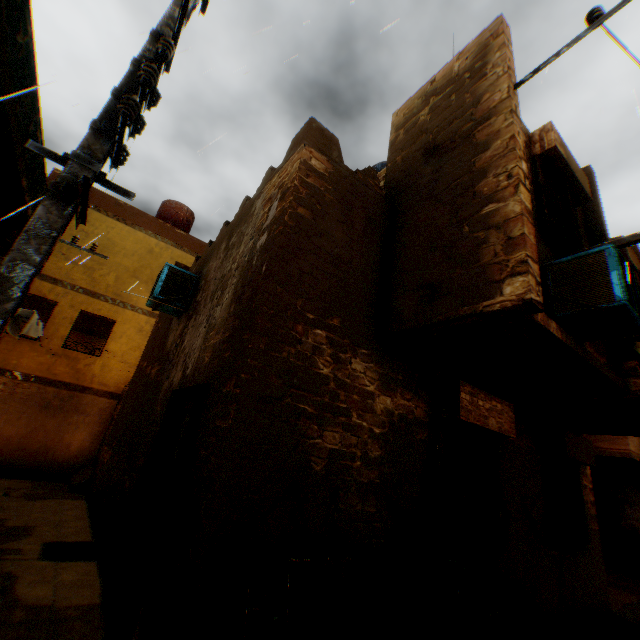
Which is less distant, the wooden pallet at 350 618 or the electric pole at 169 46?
the electric pole at 169 46

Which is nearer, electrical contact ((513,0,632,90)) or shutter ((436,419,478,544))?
electrical contact ((513,0,632,90))

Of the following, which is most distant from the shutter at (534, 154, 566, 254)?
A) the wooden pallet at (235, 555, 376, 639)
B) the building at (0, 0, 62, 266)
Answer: the wooden pallet at (235, 555, 376, 639)

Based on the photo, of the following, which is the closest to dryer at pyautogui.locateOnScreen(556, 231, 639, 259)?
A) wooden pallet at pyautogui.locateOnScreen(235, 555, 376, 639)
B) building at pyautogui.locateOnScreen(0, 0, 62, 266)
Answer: building at pyautogui.locateOnScreen(0, 0, 62, 266)

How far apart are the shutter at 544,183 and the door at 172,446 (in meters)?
5.03

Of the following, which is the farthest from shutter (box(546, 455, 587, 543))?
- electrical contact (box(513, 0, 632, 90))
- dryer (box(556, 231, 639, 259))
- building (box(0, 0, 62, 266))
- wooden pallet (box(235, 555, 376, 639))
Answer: electrical contact (box(513, 0, 632, 90))

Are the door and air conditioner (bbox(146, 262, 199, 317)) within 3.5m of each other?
yes

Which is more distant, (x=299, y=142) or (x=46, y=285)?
(x=46, y=285)
